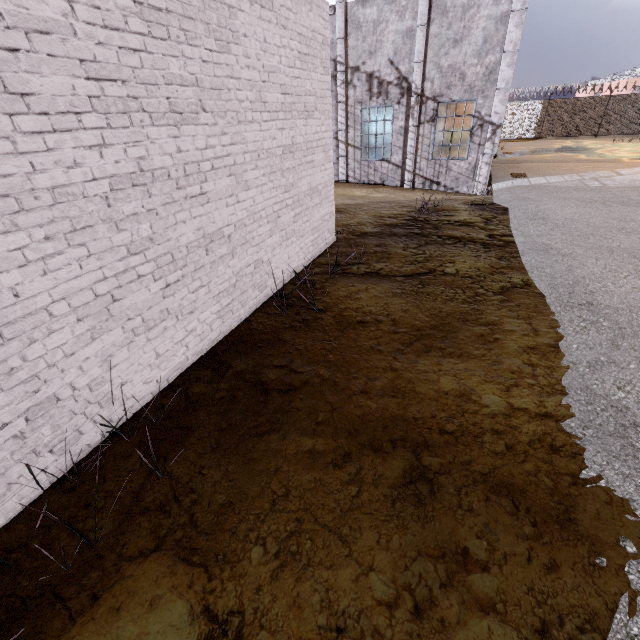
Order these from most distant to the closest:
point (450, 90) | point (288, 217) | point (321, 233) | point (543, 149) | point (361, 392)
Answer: point (543, 149) → point (450, 90) → point (321, 233) → point (288, 217) → point (361, 392)

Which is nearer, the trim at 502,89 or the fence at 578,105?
the trim at 502,89

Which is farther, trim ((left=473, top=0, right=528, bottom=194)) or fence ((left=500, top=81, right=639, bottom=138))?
fence ((left=500, top=81, right=639, bottom=138))
